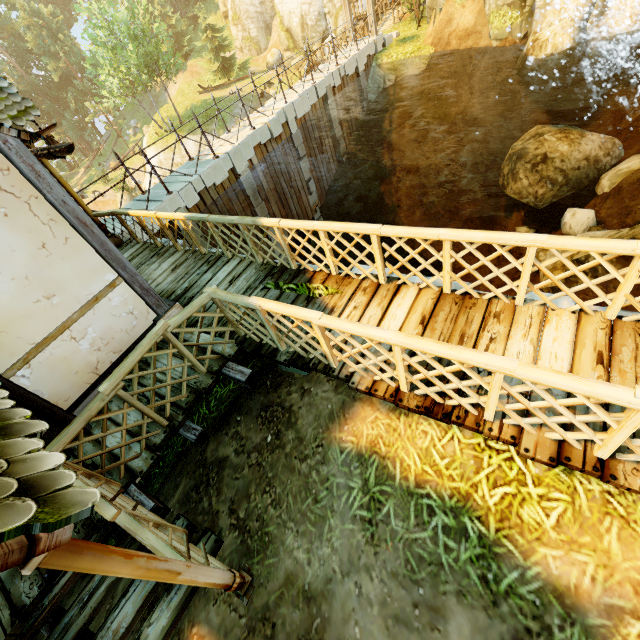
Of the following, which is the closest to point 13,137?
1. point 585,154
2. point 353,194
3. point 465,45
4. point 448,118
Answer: point 353,194

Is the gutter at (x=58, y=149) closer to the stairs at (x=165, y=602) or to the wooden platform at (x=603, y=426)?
the wooden platform at (x=603, y=426)

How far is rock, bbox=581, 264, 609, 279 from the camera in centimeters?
851cm

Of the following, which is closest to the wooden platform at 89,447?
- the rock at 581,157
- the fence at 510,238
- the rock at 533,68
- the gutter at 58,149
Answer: the fence at 510,238

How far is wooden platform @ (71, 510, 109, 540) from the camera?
3.6m

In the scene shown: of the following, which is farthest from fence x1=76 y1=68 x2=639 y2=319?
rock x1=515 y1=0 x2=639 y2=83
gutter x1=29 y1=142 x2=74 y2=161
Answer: rock x1=515 y1=0 x2=639 y2=83

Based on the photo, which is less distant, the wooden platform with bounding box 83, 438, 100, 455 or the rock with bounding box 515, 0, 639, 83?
the wooden platform with bounding box 83, 438, 100, 455

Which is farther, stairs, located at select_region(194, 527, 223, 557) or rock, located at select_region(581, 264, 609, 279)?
rock, located at select_region(581, 264, 609, 279)
